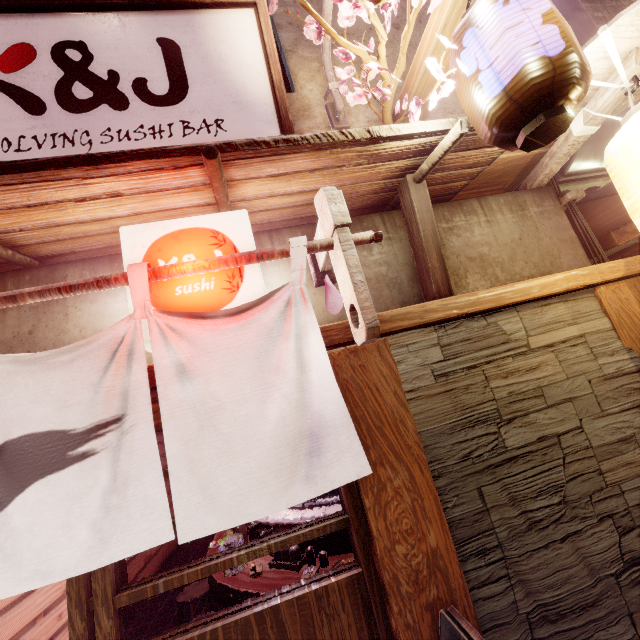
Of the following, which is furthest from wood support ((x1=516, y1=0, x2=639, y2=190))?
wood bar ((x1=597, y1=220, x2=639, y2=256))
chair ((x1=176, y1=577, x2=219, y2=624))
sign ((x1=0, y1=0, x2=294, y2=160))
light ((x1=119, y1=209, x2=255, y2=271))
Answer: chair ((x1=176, y1=577, x2=219, y2=624))

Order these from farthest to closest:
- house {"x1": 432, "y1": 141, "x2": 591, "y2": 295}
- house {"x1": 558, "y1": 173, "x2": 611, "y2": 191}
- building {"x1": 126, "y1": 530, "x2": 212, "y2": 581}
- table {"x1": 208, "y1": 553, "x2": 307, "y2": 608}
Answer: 1. building {"x1": 126, "y1": 530, "x2": 212, "y2": 581}
2. house {"x1": 558, "y1": 173, "x2": 611, "y2": 191}
3. table {"x1": 208, "y1": 553, "x2": 307, "y2": 608}
4. house {"x1": 432, "y1": 141, "x2": 591, "y2": 295}

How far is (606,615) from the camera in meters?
3.1 m

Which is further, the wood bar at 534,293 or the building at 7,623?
the building at 7,623

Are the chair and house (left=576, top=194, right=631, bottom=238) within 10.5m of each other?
no

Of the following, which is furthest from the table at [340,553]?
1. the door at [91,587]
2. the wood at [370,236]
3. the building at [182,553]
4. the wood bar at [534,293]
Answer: the wood at [370,236]

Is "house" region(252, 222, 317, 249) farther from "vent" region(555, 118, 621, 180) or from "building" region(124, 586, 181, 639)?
"vent" region(555, 118, 621, 180)

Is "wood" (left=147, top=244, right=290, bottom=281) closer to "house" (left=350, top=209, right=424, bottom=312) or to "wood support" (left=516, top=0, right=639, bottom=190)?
"house" (left=350, top=209, right=424, bottom=312)
